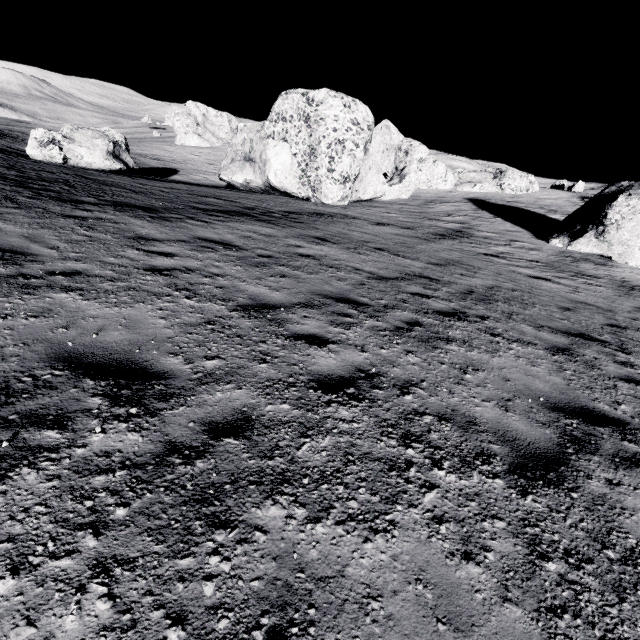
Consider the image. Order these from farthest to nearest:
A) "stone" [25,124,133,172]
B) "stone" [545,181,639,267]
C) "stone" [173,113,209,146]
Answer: "stone" [173,113,209,146]
"stone" [25,124,133,172]
"stone" [545,181,639,267]

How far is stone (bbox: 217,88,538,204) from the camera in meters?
21.9

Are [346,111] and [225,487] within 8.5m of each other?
no

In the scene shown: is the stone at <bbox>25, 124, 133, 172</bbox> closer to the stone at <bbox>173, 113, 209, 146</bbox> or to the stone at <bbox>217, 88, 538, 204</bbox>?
the stone at <bbox>217, 88, 538, 204</bbox>

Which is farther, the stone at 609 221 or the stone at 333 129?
the stone at 333 129

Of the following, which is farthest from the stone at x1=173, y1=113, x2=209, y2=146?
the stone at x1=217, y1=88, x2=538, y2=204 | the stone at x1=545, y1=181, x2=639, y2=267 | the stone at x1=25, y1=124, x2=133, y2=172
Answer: the stone at x1=545, y1=181, x2=639, y2=267

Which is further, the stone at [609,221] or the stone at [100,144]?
the stone at [100,144]
